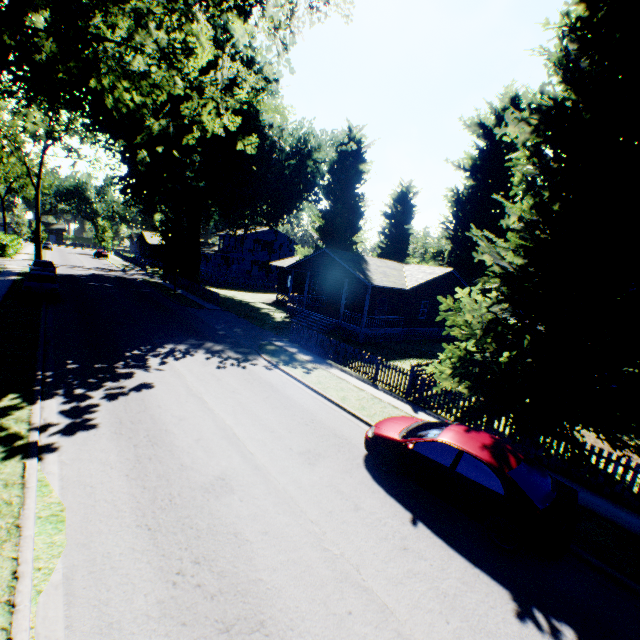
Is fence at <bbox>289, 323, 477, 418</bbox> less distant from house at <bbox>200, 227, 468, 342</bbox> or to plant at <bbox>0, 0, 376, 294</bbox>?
plant at <bbox>0, 0, 376, 294</bbox>

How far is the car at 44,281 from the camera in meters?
21.6 m

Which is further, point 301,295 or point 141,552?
point 301,295

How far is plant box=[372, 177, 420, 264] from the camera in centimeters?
4119cm

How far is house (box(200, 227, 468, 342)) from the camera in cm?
2548

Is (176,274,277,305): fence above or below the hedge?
below

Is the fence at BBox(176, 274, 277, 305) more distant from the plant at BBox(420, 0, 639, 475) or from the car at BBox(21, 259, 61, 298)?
the car at BBox(21, 259, 61, 298)

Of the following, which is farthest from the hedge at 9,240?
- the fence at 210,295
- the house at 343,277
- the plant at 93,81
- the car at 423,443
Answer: the house at 343,277
